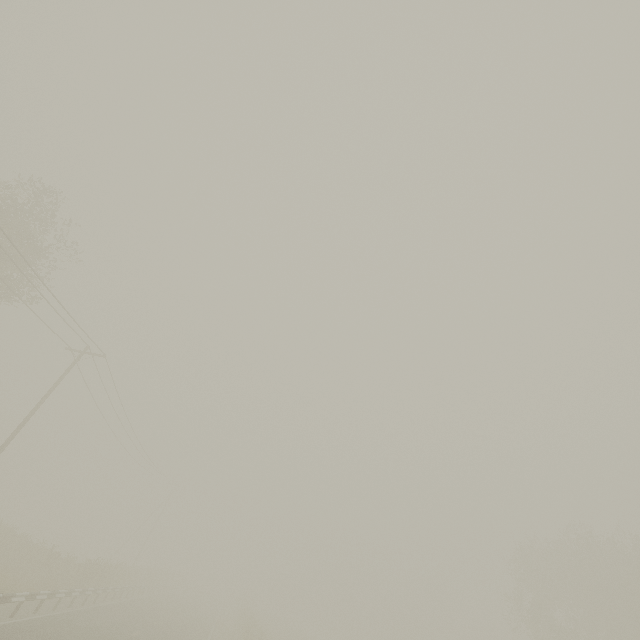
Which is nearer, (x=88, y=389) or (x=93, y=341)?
(x=93, y=341)

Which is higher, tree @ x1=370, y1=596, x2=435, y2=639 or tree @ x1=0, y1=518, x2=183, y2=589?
tree @ x1=370, y1=596, x2=435, y2=639

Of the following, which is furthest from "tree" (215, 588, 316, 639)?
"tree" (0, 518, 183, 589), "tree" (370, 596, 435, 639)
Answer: "tree" (370, 596, 435, 639)

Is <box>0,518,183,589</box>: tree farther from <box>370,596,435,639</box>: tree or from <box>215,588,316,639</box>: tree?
<box>370,596,435,639</box>: tree

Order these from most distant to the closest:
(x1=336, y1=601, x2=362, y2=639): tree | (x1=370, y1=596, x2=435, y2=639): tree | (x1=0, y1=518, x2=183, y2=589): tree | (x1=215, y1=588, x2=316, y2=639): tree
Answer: (x1=336, y1=601, x2=362, y2=639): tree, (x1=370, y1=596, x2=435, y2=639): tree, (x1=215, y1=588, x2=316, y2=639): tree, (x1=0, y1=518, x2=183, y2=589): tree

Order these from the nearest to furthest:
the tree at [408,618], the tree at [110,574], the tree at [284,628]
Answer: the tree at [110,574]
the tree at [284,628]
the tree at [408,618]

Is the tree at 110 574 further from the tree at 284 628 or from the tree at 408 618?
the tree at 408 618
